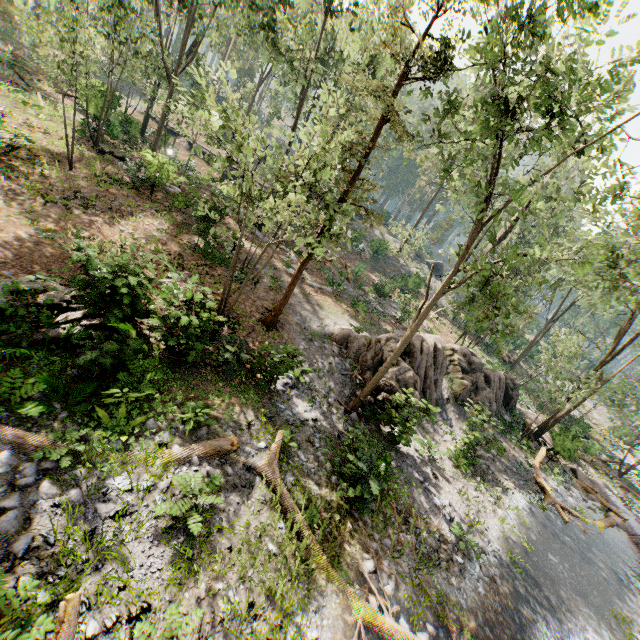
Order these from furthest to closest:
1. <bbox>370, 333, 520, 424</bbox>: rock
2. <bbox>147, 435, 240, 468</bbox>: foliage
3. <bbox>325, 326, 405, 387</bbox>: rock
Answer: <bbox>325, 326, 405, 387</bbox>: rock, <bbox>370, 333, 520, 424</bbox>: rock, <bbox>147, 435, 240, 468</bbox>: foliage

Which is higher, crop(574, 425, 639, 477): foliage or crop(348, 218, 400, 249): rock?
crop(348, 218, 400, 249): rock

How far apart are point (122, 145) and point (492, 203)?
28.66m

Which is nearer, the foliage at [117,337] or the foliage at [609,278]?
the foliage at [117,337]

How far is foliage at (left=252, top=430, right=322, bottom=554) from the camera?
7.97m

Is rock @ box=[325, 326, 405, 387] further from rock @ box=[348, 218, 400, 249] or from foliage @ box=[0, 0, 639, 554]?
rock @ box=[348, 218, 400, 249]
